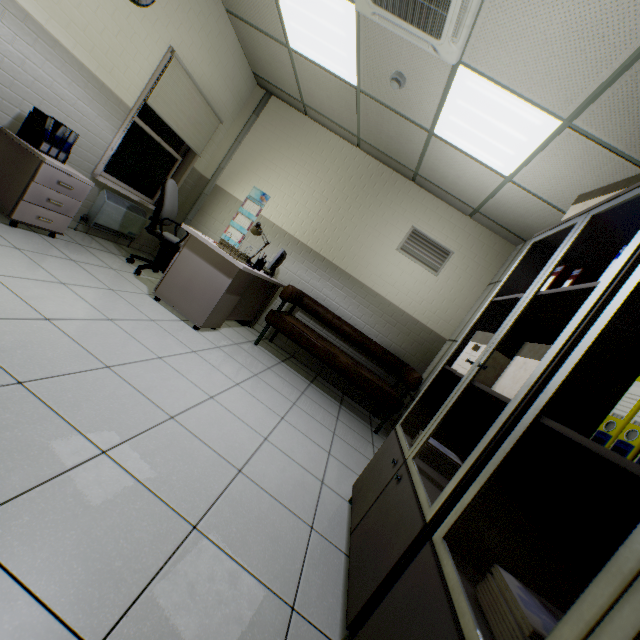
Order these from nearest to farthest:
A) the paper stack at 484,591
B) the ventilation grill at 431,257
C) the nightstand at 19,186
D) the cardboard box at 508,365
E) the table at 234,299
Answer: the paper stack at 484,591
the cardboard box at 508,365
the nightstand at 19,186
the table at 234,299
the ventilation grill at 431,257

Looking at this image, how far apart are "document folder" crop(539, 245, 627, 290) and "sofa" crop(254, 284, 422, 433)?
2.1 meters

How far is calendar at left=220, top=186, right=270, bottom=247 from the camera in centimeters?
521cm

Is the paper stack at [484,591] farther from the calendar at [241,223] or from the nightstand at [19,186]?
the calendar at [241,223]

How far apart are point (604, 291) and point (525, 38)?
2.14m

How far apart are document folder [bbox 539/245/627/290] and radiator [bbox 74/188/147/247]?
4.63m

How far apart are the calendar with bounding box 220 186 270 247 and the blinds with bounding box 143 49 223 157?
0.9 meters

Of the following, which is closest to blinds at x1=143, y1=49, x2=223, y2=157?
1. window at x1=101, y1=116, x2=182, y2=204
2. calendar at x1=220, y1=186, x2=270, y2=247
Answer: window at x1=101, y1=116, x2=182, y2=204
